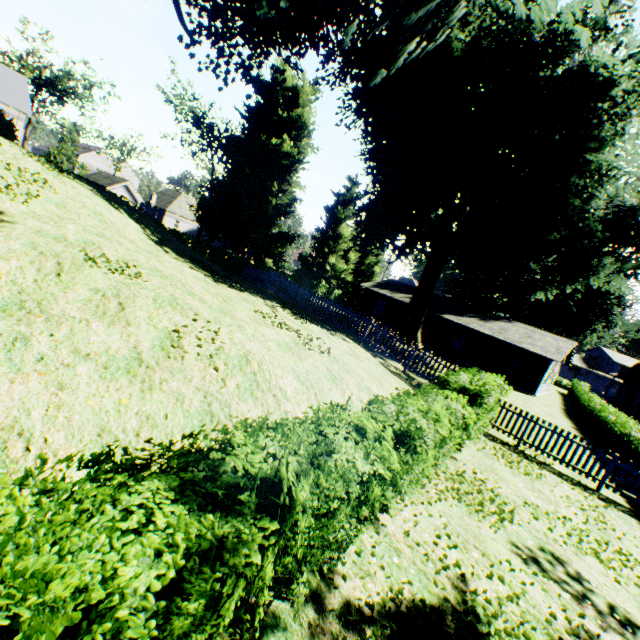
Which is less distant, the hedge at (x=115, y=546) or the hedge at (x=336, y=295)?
the hedge at (x=115, y=546)

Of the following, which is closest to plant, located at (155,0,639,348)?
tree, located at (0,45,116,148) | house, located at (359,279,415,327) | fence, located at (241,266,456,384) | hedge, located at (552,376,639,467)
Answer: fence, located at (241,266,456,384)

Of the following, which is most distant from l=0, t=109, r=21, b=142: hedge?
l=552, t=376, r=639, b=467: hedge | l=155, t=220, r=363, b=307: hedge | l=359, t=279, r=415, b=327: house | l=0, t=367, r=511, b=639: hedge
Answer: l=359, t=279, r=415, b=327: house

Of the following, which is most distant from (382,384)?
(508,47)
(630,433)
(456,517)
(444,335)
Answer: (444,335)

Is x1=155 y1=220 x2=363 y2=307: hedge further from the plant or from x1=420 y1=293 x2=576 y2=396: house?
x1=420 y1=293 x2=576 y2=396: house

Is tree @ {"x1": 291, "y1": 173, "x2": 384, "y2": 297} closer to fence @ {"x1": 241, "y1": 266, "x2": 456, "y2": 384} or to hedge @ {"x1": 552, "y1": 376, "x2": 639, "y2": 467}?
hedge @ {"x1": 552, "y1": 376, "x2": 639, "y2": 467}

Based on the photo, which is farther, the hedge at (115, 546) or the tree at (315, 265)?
the tree at (315, 265)

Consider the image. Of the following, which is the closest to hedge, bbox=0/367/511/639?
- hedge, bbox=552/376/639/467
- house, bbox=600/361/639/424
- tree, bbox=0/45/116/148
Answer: hedge, bbox=552/376/639/467
